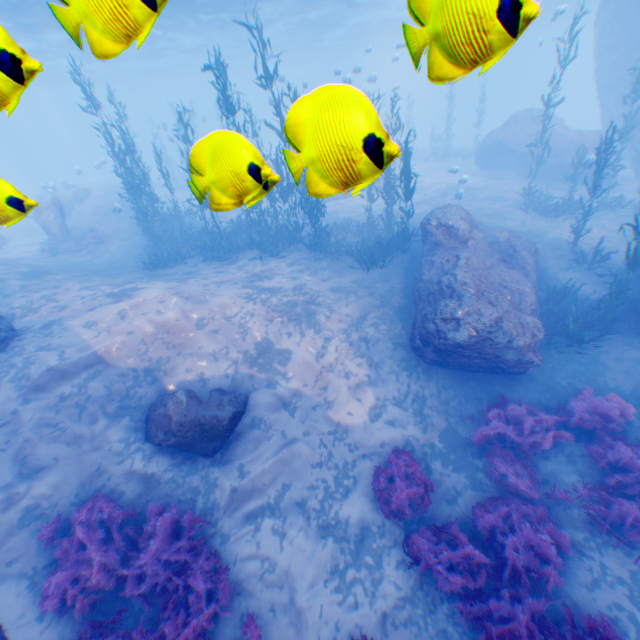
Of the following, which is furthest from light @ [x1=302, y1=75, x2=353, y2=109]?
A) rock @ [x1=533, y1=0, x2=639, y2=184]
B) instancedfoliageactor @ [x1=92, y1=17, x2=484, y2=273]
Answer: instancedfoliageactor @ [x1=92, y1=17, x2=484, y2=273]

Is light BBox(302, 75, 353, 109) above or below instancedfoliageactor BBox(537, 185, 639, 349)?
above

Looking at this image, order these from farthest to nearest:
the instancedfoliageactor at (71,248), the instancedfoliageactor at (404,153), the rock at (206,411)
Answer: the instancedfoliageactor at (71,248) → the rock at (206,411) → the instancedfoliageactor at (404,153)

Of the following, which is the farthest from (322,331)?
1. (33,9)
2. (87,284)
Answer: (33,9)

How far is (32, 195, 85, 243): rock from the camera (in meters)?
18.25

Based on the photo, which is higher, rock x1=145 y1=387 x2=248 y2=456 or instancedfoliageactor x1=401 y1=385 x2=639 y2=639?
rock x1=145 y1=387 x2=248 y2=456

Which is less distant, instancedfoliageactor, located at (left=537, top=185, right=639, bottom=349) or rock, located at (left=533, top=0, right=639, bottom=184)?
instancedfoliageactor, located at (left=537, top=185, right=639, bottom=349)

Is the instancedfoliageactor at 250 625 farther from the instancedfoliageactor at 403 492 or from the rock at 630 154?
the rock at 630 154
